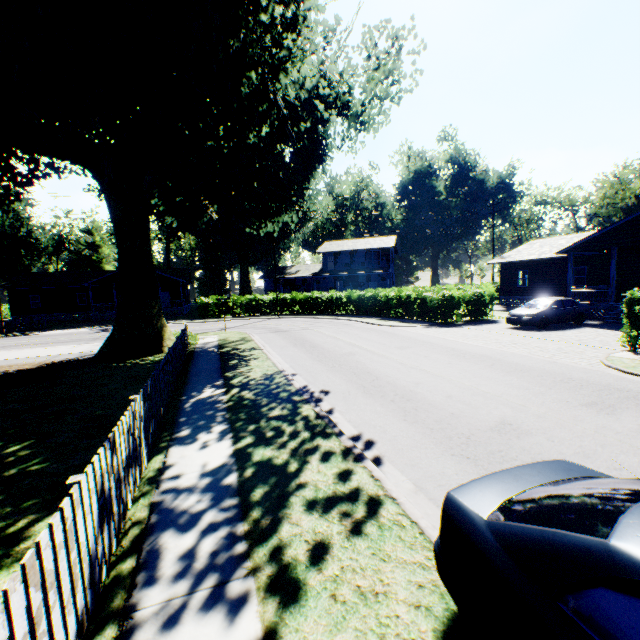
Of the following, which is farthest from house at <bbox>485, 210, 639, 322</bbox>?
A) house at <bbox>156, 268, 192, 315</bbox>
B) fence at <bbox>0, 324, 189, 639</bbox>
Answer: house at <bbox>156, 268, 192, 315</bbox>

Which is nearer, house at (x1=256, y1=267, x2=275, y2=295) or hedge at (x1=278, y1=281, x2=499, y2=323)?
hedge at (x1=278, y1=281, x2=499, y2=323)

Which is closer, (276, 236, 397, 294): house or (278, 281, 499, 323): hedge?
(278, 281, 499, 323): hedge

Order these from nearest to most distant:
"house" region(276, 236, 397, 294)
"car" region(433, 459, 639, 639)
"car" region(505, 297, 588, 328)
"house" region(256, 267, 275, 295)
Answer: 1. "car" region(433, 459, 639, 639)
2. "car" region(505, 297, 588, 328)
3. "house" region(276, 236, 397, 294)
4. "house" region(256, 267, 275, 295)

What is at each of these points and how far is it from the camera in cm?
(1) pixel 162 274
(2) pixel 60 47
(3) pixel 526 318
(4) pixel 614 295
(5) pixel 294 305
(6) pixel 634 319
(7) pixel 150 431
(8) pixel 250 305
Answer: (1) house, 3997
(2) plant, 1120
(3) car, 1789
(4) house, 1970
(5) hedge, 3459
(6) hedge, 1148
(7) fence, 609
(8) hedge, 3525

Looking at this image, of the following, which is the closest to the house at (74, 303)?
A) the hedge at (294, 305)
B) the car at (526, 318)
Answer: the hedge at (294, 305)

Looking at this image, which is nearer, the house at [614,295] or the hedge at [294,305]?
the house at [614,295]

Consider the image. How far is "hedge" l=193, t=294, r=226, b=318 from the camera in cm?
3425
